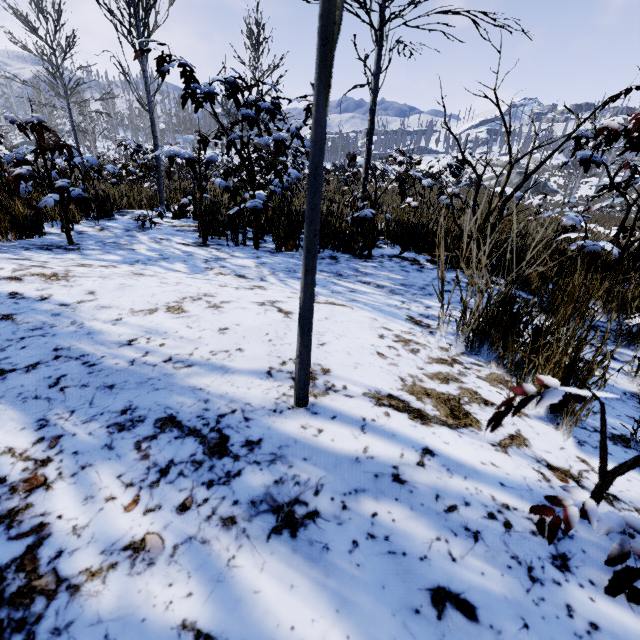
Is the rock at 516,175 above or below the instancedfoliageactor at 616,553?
above

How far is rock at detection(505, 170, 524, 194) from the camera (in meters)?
42.03

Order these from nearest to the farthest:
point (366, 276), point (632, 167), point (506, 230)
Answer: point (366, 276) < point (506, 230) < point (632, 167)

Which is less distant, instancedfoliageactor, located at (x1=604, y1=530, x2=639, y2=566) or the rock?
instancedfoliageactor, located at (x1=604, y1=530, x2=639, y2=566)

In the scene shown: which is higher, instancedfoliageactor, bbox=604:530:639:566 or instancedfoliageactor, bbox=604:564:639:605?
instancedfoliageactor, bbox=604:530:639:566

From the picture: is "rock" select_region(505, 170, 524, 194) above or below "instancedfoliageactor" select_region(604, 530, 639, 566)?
above

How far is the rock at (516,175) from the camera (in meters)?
42.03
